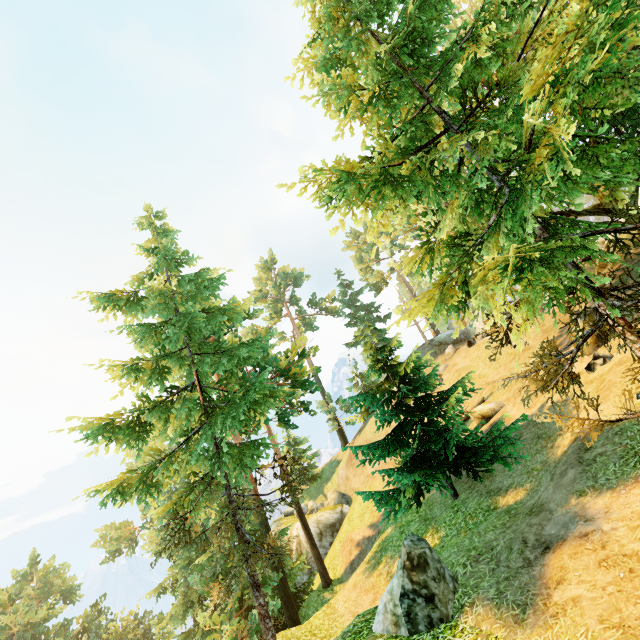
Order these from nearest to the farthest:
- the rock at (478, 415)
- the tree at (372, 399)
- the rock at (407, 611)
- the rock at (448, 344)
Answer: the tree at (372, 399) → the rock at (407, 611) → the rock at (478, 415) → the rock at (448, 344)

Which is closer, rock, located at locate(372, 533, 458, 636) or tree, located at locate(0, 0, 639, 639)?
tree, located at locate(0, 0, 639, 639)

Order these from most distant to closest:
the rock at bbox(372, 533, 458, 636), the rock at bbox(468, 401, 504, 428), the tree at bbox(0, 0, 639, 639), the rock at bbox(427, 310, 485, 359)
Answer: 1. the rock at bbox(427, 310, 485, 359)
2. the rock at bbox(468, 401, 504, 428)
3. the rock at bbox(372, 533, 458, 636)
4. the tree at bbox(0, 0, 639, 639)

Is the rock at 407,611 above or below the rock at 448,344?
below

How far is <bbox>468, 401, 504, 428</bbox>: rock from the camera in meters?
17.5

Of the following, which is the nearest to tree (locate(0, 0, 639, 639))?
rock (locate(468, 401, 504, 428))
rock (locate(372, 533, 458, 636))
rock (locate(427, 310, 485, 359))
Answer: rock (locate(468, 401, 504, 428))

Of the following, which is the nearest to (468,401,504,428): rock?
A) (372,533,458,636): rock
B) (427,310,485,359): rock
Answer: (372,533,458,636): rock

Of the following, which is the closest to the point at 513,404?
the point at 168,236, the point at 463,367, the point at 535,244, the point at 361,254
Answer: the point at 463,367
